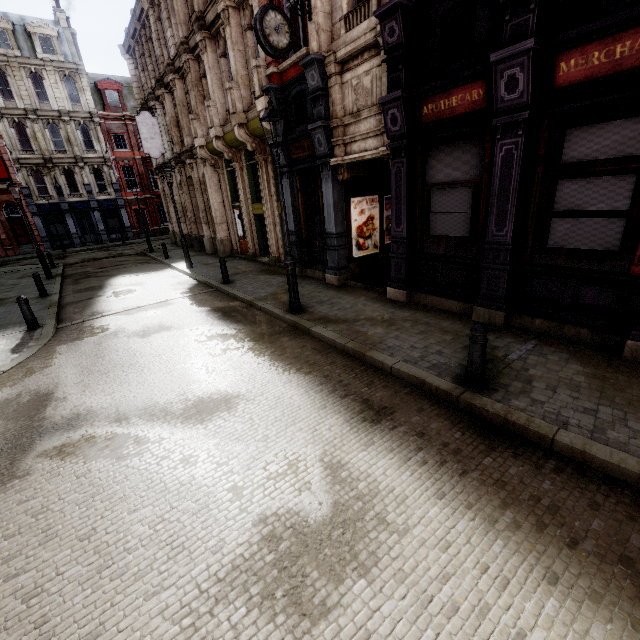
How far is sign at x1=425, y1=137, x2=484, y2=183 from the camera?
6.4m

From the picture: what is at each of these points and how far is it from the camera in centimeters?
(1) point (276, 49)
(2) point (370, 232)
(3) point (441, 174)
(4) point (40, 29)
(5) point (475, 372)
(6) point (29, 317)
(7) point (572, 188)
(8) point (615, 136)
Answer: (1) clock, 783cm
(2) poster, 1115cm
(3) sign, 712cm
(4) roof window, 2919cm
(5) post, 465cm
(6) post, 914cm
(7) sign, 537cm
(8) sign, 480cm

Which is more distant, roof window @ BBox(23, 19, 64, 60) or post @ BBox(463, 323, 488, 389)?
roof window @ BBox(23, 19, 64, 60)

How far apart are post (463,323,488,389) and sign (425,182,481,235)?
3.2 meters

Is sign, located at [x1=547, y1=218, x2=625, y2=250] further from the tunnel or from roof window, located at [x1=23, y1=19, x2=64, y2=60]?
roof window, located at [x1=23, y1=19, x2=64, y2=60]

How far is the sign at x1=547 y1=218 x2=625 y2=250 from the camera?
5.1m

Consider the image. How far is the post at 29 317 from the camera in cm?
898

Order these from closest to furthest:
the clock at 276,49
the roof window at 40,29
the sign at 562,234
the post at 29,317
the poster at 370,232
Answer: the sign at 562,234 → the clock at 276,49 → the post at 29,317 → the poster at 370,232 → the roof window at 40,29
